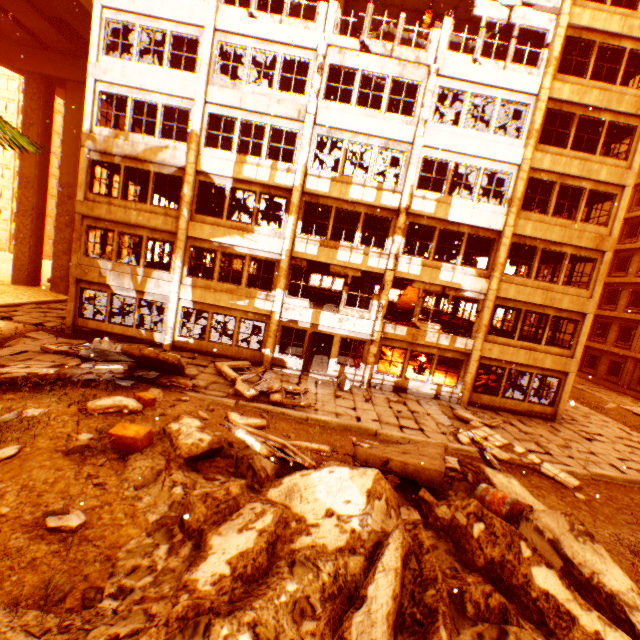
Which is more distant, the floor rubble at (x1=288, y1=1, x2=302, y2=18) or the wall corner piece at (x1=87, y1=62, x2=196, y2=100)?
the floor rubble at (x1=288, y1=1, x2=302, y2=18)

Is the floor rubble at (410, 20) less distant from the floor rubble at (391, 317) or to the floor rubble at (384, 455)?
the floor rubble at (384, 455)

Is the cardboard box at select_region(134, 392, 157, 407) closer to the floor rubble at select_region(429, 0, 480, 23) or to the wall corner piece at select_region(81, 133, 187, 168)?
the wall corner piece at select_region(81, 133, 187, 168)

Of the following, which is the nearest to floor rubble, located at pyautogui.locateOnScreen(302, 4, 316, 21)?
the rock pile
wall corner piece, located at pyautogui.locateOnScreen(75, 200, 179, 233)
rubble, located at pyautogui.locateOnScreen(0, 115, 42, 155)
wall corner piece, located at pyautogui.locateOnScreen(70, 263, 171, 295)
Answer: rubble, located at pyautogui.locateOnScreen(0, 115, 42, 155)

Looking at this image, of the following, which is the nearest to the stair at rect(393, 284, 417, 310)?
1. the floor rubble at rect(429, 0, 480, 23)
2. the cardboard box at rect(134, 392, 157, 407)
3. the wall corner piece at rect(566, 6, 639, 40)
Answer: the wall corner piece at rect(566, 6, 639, 40)

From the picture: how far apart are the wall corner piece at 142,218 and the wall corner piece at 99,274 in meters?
2.3 m

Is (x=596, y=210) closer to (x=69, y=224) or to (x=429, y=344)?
(x=429, y=344)

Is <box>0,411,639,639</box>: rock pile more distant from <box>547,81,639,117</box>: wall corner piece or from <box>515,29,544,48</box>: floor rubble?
<box>515,29,544,48</box>: floor rubble
